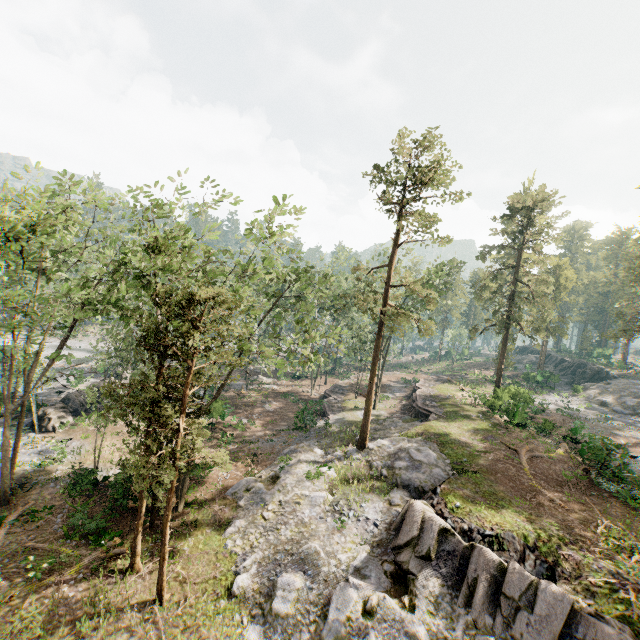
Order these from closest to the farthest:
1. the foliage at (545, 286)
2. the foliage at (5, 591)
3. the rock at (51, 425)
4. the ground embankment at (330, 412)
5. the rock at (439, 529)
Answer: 1. the foliage at (5, 591)
2. the rock at (439, 529)
3. the rock at (51, 425)
4. the foliage at (545, 286)
5. the ground embankment at (330, 412)

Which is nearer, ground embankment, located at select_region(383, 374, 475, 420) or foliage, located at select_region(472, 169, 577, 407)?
ground embankment, located at select_region(383, 374, 475, 420)

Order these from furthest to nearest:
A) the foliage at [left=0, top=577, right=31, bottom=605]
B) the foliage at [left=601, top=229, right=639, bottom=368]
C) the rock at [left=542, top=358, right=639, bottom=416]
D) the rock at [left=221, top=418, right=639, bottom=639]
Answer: the rock at [left=542, top=358, right=639, bottom=416] → the foliage at [left=601, top=229, right=639, bottom=368] → the rock at [left=221, top=418, right=639, bottom=639] → the foliage at [left=0, top=577, right=31, bottom=605]

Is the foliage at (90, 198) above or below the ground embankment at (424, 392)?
above

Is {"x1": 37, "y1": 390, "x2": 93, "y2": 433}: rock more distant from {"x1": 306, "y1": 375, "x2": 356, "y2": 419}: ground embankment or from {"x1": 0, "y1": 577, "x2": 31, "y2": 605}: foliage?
{"x1": 306, "y1": 375, "x2": 356, "y2": 419}: ground embankment

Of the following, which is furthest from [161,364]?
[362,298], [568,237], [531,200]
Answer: [568,237]

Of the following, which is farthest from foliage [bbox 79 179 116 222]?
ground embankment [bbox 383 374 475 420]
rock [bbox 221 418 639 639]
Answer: ground embankment [bbox 383 374 475 420]

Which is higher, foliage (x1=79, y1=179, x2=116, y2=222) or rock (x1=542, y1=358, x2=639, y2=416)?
foliage (x1=79, y1=179, x2=116, y2=222)
